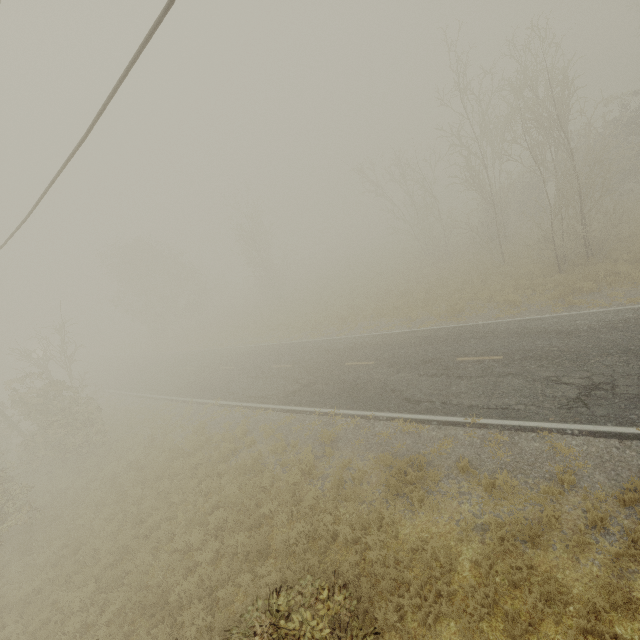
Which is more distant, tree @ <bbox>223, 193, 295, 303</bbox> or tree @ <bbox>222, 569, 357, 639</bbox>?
tree @ <bbox>223, 193, 295, 303</bbox>

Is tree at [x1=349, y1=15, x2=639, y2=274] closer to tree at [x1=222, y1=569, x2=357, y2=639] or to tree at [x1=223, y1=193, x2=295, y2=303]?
tree at [x1=223, y1=193, x2=295, y2=303]

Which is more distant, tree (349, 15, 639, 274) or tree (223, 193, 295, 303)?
tree (223, 193, 295, 303)

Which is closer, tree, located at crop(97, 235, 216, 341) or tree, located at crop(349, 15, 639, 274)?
tree, located at crop(349, 15, 639, 274)

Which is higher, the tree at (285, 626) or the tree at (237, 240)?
the tree at (237, 240)

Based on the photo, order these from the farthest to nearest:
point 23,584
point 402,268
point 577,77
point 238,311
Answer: point 238,311 < point 402,268 < point 577,77 < point 23,584

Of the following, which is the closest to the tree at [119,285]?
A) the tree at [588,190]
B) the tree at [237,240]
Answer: the tree at [237,240]

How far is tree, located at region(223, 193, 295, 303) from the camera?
35.09m
